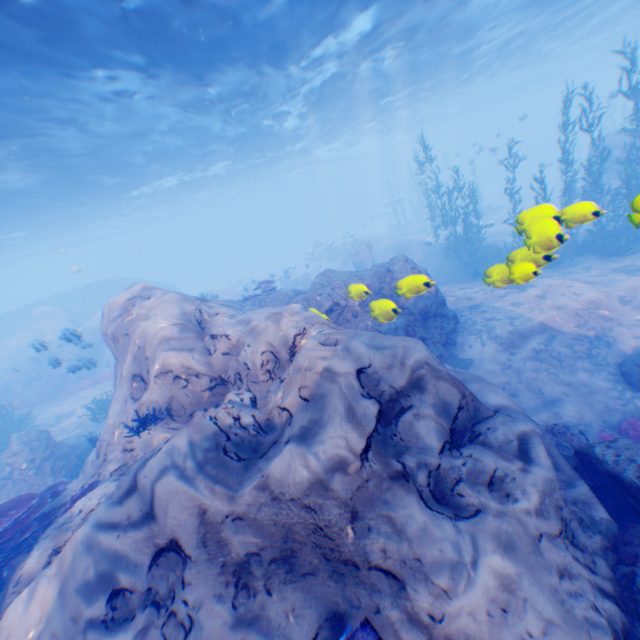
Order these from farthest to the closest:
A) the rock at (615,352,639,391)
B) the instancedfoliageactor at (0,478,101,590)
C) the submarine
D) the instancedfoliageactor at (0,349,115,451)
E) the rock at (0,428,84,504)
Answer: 1. the submarine
2. the instancedfoliageactor at (0,349,115,451)
3. the rock at (0,428,84,504)
4. the rock at (615,352,639,391)
5. the instancedfoliageactor at (0,478,101,590)

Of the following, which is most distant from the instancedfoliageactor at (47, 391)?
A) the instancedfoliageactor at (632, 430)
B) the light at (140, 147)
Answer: the instancedfoliageactor at (632, 430)

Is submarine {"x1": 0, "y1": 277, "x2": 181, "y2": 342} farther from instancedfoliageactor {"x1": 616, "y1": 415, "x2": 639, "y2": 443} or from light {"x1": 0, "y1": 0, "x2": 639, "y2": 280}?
instancedfoliageactor {"x1": 616, "y1": 415, "x2": 639, "y2": 443}

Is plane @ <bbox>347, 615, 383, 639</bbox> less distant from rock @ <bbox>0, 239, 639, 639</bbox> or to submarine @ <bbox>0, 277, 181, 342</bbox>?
rock @ <bbox>0, 239, 639, 639</bbox>

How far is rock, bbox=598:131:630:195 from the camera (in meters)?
21.39

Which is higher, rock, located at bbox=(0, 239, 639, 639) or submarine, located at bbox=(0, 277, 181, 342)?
submarine, located at bbox=(0, 277, 181, 342)

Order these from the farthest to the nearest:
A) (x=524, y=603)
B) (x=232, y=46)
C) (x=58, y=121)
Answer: (x=58, y=121)
(x=232, y=46)
(x=524, y=603)

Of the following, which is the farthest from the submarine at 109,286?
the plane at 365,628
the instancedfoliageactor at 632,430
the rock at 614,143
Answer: the instancedfoliageactor at 632,430
